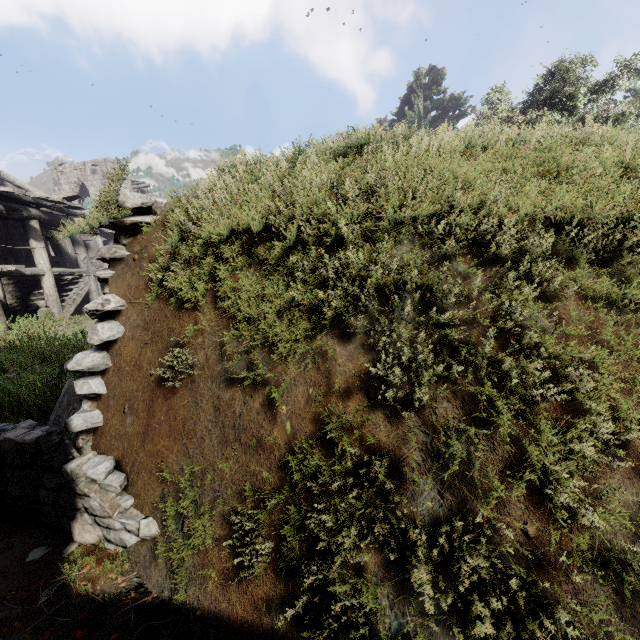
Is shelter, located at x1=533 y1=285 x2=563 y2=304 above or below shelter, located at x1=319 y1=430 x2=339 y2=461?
above

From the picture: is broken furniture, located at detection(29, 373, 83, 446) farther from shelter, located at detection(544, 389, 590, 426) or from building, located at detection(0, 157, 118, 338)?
building, located at detection(0, 157, 118, 338)

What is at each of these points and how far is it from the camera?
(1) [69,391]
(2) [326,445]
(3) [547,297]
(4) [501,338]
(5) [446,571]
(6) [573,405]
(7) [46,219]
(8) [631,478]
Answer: (1) broken furniture, 4.5m
(2) shelter, 2.0m
(3) shelter, 1.9m
(4) shelter, 1.9m
(5) shelter, 1.6m
(6) shelter, 1.7m
(7) building, 12.6m
(8) shelter, 1.5m

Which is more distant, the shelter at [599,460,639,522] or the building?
the building

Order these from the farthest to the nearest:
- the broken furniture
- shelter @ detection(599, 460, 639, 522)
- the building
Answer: the building
the broken furniture
shelter @ detection(599, 460, 639, 522)

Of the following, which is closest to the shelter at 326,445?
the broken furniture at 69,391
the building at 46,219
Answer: the broken furniture at 69,391
